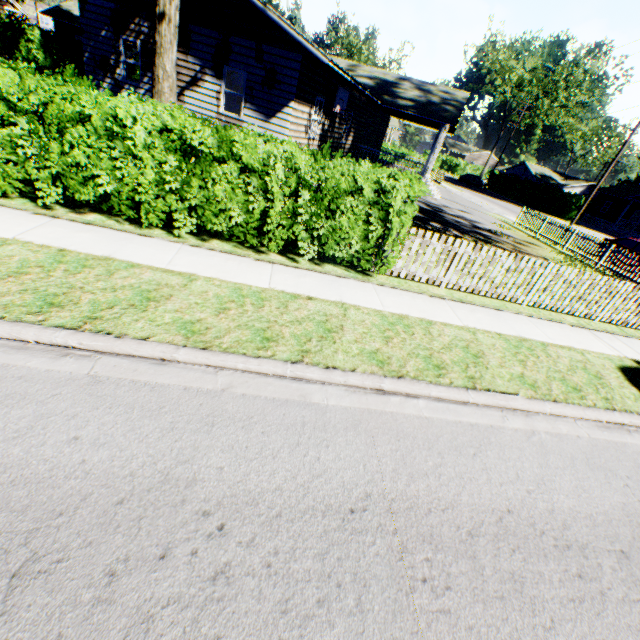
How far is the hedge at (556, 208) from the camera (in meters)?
37.97

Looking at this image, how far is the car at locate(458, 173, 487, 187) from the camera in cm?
4970

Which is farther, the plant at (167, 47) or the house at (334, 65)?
the house at (334, 65)

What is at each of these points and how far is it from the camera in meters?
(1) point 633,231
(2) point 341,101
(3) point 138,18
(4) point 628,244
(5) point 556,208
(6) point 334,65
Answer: (1) house, 42.5 m
(2) basketball hoop, 15.3 m
(3) house, 12.6 m
(4) car, 18.9 m
(5) hedge, 39.6 m
(6) house, 11.0 m

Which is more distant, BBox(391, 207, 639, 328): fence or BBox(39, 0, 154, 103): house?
BBox(39, 0, 154, 103): house

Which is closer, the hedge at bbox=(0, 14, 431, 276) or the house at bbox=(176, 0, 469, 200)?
the hedge at bbox=(0, 14, 431, 276)

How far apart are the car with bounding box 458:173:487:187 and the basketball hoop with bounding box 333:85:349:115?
41.7m

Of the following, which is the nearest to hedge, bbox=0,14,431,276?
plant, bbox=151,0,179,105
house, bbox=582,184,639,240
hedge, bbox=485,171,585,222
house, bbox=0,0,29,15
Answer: house, bbox=0,0,29,15
